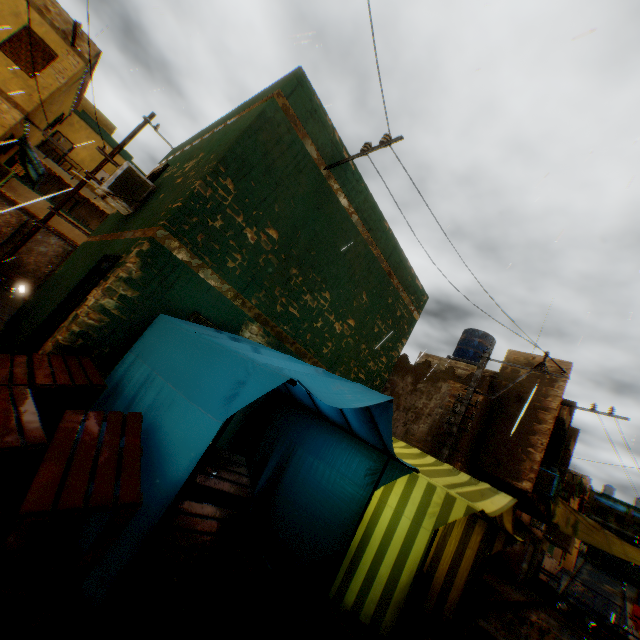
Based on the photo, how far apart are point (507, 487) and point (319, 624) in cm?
1081

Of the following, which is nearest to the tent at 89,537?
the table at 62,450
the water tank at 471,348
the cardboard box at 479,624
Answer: the table at 62,450

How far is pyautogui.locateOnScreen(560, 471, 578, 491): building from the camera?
15.7m

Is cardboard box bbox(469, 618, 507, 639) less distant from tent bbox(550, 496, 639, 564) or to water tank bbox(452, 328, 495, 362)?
tent bbox(550, 496, 639, 564)

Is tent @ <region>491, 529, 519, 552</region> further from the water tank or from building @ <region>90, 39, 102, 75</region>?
the water tank

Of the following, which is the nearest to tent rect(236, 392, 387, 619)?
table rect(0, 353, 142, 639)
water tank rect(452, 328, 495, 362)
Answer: table rect(0, 353, 142, 639)

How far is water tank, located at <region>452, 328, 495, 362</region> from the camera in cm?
1561

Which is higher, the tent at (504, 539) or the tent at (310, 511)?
the tent at (504, 539)
